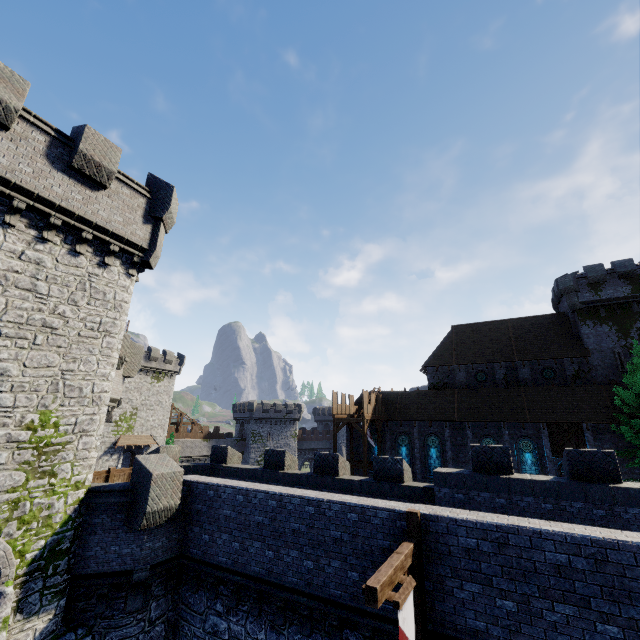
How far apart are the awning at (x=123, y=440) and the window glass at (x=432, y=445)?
36.74m

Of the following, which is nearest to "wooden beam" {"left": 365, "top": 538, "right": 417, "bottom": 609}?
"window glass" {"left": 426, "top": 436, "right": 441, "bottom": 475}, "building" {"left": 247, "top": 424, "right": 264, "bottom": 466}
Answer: "window glass" {"left": 426, "top": 436, "right": 441, "bottom": 475}

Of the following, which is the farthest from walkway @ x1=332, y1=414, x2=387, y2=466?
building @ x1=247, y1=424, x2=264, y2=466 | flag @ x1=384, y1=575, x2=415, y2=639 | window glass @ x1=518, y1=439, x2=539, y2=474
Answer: building @ x1=247, y1=424, x2=264, y2=466

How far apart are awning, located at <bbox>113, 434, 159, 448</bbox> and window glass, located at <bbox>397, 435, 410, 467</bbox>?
33.8 meters

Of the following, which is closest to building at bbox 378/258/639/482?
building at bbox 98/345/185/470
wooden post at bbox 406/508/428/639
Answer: wooden post at bbox 406/508/428/639

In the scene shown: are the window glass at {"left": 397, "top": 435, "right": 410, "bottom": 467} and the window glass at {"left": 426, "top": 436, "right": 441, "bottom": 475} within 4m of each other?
yes

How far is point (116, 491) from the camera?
11.4m

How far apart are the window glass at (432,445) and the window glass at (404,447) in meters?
1.5 m
